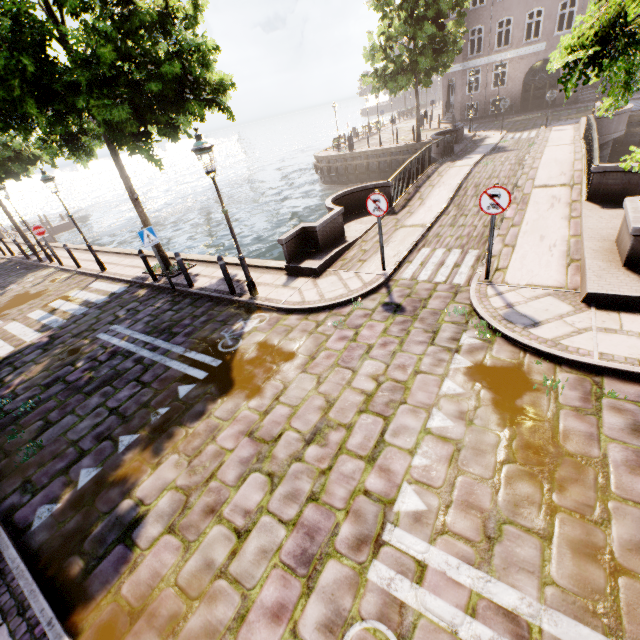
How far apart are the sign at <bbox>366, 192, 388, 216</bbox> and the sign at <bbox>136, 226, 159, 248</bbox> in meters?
6.1

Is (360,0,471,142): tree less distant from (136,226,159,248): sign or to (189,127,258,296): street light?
(189,127,258,296): street light

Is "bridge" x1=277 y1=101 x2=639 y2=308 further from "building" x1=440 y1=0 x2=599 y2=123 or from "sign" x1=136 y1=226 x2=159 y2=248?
"building" x1=440 y1=0 x2=599 y2=123

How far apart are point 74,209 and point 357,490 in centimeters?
6761cm

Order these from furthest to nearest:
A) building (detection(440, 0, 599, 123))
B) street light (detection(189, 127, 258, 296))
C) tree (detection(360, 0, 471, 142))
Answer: building (detection(440, 0, 599, 123)) → tree (detection(360, 0, 471, 142)) → street light (detection(189, 127, 258, 296))

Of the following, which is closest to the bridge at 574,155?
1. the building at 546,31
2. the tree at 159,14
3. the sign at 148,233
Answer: the tree at 159,14

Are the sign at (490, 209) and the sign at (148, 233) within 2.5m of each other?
no

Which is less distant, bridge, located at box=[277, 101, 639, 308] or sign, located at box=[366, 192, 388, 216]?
bridge, located at box=[277, 101, 639, 308]
